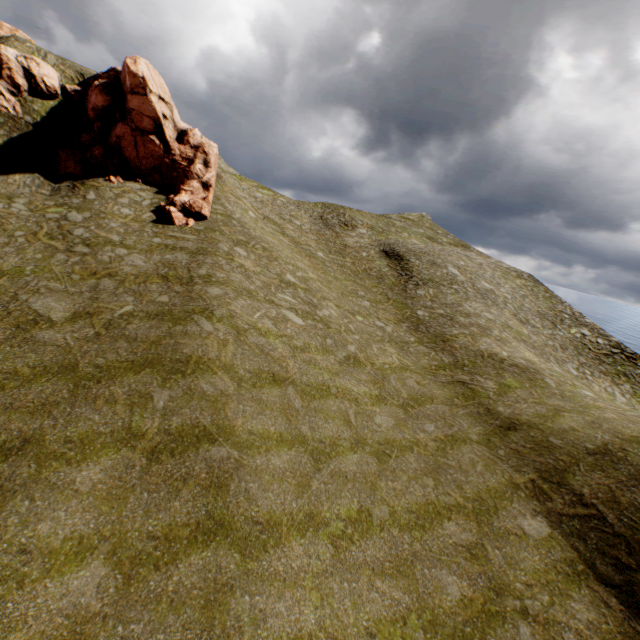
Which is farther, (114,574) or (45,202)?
(45,202)

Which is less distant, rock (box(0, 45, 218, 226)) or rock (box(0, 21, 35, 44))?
rock (box(0, 45, 218, 226))

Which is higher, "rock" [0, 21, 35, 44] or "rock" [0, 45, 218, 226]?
"rock" [0, 21, 35, 44]

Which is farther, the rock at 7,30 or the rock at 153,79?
the rock at 7,30

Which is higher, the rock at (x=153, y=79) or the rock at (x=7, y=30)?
the rock at (x=7, y=30)
